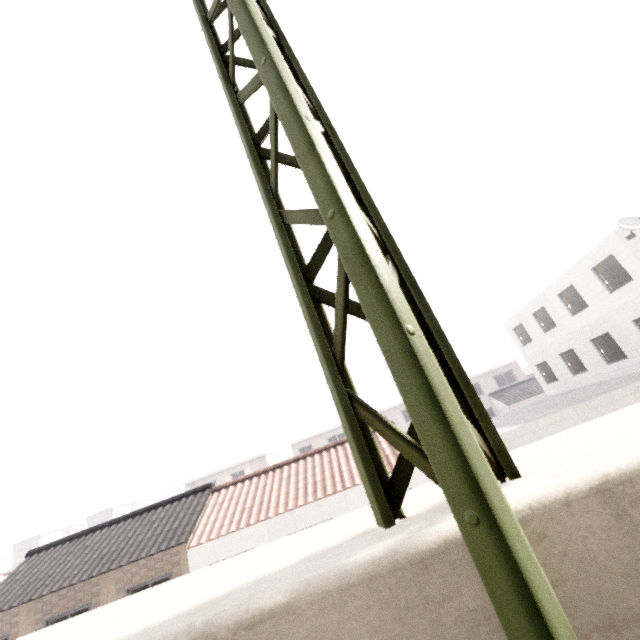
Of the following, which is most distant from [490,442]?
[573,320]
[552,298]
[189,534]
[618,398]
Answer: [552,298]

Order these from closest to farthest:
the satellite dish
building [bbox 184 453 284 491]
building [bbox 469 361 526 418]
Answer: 1. the satellite dish
2. building [bbox 184 453 284 491]
3. building [bbox 469 361 526 418]

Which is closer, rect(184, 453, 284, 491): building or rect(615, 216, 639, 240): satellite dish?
rect(615, 216, 639, 240): satellite dish

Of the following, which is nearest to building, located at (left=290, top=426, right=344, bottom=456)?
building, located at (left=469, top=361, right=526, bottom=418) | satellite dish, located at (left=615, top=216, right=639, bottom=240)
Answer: building, located at (left=469, top=361, right=526, bottom=418)

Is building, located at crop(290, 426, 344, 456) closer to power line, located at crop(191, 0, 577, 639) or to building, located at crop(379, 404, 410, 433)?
building, located at crop(379, 404, 410, 433)

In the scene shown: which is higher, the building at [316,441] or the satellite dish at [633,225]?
the satellite dish at [633,225]

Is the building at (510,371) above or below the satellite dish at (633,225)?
→ below

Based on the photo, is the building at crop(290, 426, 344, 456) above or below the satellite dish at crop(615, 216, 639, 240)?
below
